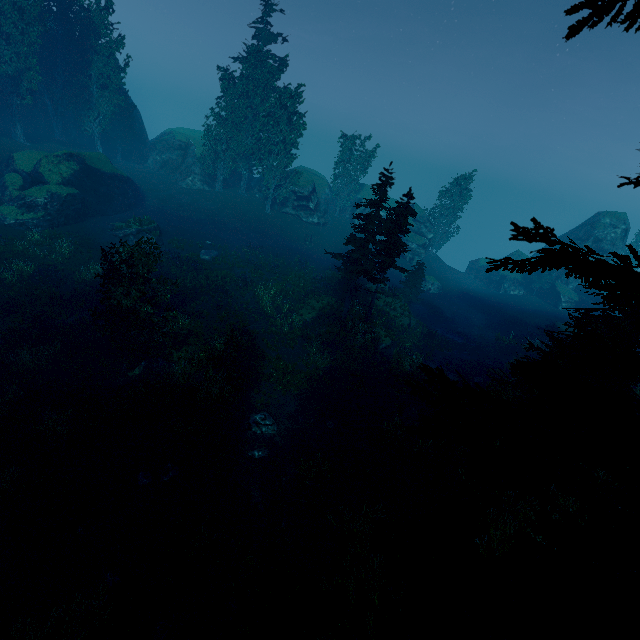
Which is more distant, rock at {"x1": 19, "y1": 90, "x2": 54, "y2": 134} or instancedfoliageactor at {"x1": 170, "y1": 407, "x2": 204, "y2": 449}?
rock at {"x1": 19, "y1": 90, "x2": 54, "y2": 134}

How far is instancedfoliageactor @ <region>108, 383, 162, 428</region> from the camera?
15.34m

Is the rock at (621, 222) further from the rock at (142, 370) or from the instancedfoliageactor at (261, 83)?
the rock at (142, 370)

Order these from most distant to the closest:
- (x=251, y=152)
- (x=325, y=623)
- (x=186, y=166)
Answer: (x=186, y=166)
(x=251, y=152)
(x=325, y=623)

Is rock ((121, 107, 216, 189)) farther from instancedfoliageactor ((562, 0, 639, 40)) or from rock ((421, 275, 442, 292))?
rock ((421, 275, 442, 292))

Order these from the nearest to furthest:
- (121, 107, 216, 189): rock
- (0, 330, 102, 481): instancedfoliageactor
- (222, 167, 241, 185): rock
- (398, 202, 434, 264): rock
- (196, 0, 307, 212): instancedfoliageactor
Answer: (0, 330, 102, 481): instancedfoliageactor < (196, 0, 307, 212): instancedfoliageactor < (121, 107, 216, 189): rock < (222, 167, 241, 185): rock < (398, 202, 434, 264): rock

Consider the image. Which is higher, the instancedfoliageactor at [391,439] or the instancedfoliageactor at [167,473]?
the instancedfoliageactor at [391,439]

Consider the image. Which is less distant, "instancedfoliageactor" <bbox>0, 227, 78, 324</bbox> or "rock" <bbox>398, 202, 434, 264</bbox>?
"instancedfoliageactor" <bbox>0, 227, 78, 324</bbox>
